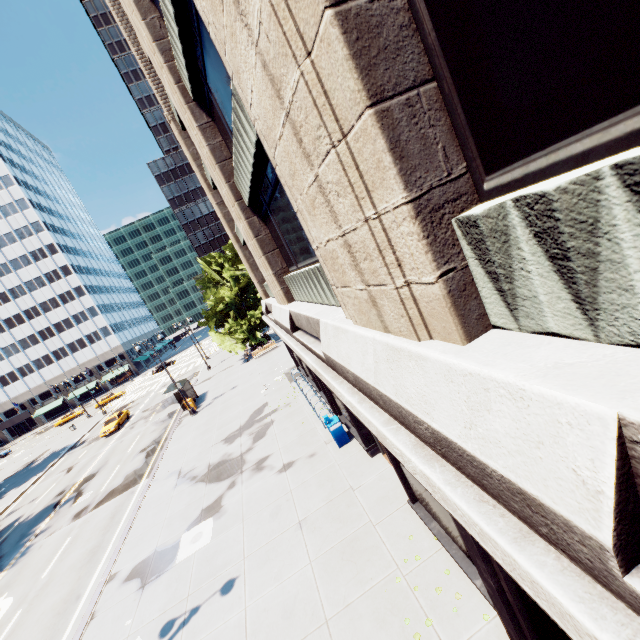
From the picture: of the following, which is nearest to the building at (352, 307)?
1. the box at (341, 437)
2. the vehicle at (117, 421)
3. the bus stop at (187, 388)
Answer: the box at (341, 437)

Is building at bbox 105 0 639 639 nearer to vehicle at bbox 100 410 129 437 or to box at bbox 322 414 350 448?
box at bbox 322 414 350 448

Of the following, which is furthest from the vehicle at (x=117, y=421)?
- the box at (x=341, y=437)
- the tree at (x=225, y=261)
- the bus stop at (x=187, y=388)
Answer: the box at (x=341, y=437)

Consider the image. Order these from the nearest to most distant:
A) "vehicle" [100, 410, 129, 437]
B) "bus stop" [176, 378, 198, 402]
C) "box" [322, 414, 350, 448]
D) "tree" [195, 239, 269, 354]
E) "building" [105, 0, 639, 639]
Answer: "building" [105, 0, 639, 639], "box" [322, 414, 350, 448], "bus stop" [176, 378, 198, 402], "vehicle" [100, 410, 129, 437], "tree" [195, 239, 269, 354]

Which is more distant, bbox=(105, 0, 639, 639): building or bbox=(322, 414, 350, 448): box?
bbox=(322, 414, 350, 448): box

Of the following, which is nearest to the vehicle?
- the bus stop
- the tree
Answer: the bus stop

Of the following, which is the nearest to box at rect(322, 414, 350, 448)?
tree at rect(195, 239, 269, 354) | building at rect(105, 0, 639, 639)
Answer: building at rect(105, 0, 639, 639)

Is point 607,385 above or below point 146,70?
below
